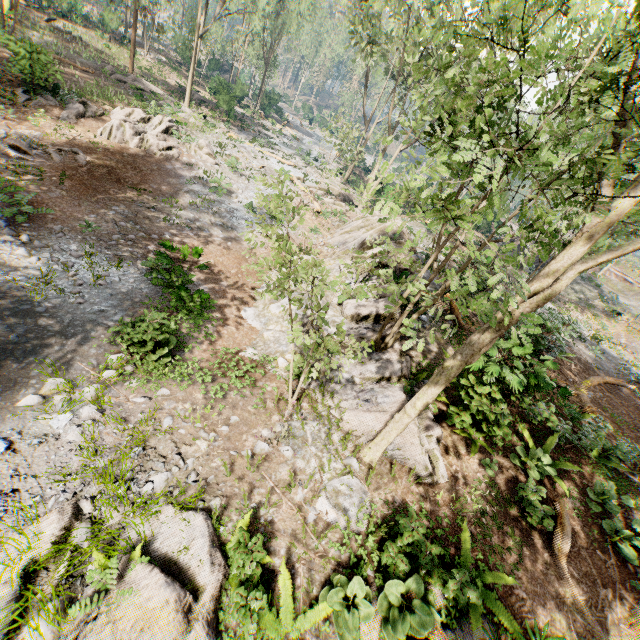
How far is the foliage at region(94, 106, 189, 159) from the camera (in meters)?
18.72

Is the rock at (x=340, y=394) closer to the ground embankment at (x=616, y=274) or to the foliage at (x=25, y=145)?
the foliage at (x=25, y=145)

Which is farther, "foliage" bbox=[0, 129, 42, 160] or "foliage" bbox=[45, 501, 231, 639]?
"foliage" bbox=[0, 129, 42, 160]

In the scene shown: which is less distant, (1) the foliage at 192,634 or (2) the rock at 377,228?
(1) the foliage at 192,634

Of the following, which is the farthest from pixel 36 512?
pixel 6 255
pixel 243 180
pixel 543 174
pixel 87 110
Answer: pixel 87 110

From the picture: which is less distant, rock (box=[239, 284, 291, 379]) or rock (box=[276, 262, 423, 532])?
rock (box=[276, 262, 423, 532])

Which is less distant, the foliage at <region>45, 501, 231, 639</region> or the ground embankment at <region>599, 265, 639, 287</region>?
the foliage at <region>45, 501, 231, 639</region>

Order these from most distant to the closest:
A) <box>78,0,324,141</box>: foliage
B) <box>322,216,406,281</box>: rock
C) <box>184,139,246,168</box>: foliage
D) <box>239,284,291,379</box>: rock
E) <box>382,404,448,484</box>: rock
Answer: <box>78,0,324,141</box>: foliage < <box>184,139,246,168</box>: foliage < <box>322,216,406,281</box>: rock < <box>239,284,291,379</box>: rock < <box>382,404,448,484</box>: rock
